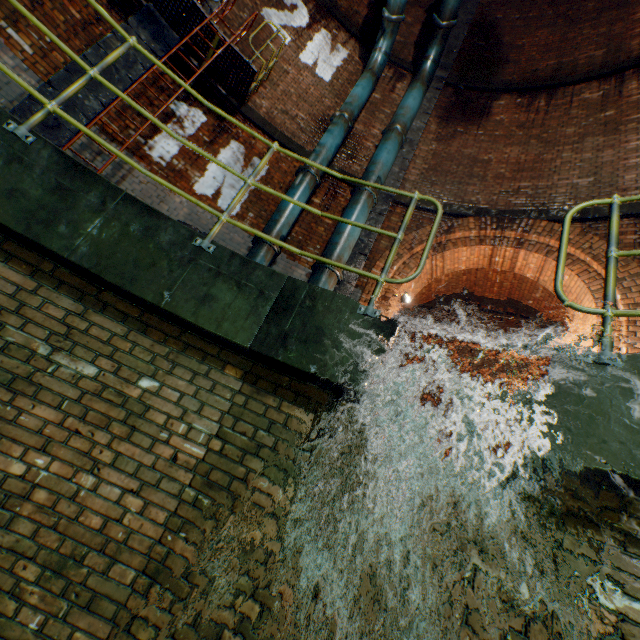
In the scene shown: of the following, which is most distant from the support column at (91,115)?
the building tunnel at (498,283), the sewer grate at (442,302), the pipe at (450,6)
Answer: the sewer grate at (442,302)

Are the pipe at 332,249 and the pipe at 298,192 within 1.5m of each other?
yes

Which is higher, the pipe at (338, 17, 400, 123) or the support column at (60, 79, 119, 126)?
the pipe at (338, 17, 400, 123)

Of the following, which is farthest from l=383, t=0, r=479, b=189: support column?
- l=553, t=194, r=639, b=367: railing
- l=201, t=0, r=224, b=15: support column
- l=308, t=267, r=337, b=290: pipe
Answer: l=553, t=194, r=639, b=367: railing

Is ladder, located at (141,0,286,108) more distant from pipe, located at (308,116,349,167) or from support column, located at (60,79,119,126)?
pipe, located at (308,116,349,167)

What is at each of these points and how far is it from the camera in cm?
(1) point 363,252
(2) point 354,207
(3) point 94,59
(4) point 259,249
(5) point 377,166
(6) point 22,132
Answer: (1) support column, 672
(2) pipe, 665
(3) support column, 536
(4) pipe, 592
(5) pipe, 714
(6) railing, 226

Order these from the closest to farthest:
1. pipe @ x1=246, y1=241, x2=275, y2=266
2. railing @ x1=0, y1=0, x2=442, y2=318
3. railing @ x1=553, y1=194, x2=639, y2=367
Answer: railing @ x1=553, y1=194, x2=639, y2=367 → railing @ x1=0, y1=0, x2=442, y2=318 → pipe @ x1=246, y1=241, x2=275, y2=266

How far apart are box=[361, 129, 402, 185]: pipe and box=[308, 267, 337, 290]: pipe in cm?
223
